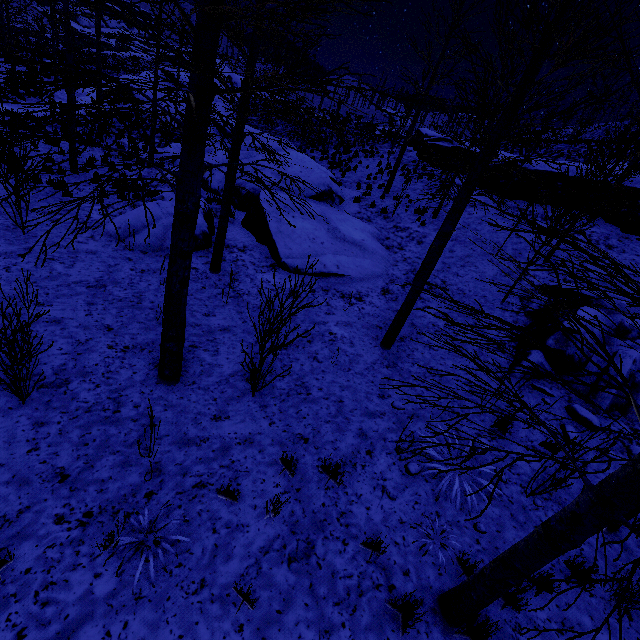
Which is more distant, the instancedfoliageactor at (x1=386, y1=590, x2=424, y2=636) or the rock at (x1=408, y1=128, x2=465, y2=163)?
the rock at (x1=408, y1=128, x2=465, y2=163)

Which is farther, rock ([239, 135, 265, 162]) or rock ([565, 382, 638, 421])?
rock ([239, 135, 265, 162])

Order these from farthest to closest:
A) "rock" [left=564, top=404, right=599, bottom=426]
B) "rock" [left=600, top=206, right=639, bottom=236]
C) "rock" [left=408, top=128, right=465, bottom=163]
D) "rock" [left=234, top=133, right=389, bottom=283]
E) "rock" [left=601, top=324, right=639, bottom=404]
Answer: "rock" [left=408, top=128, right=465, bottom=163] < "rock" [left=600, top=206, right=639, bottom=236] < "rock" [left=234, top=133, right=389, bottom=283] < "rock" [left=601, top=324, right=639, bottom=404] < "rock" [left=564, top=404, right=599, bottom=426]

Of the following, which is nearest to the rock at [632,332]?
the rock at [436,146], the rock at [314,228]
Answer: the rock at [314,228]

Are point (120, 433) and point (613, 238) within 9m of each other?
no

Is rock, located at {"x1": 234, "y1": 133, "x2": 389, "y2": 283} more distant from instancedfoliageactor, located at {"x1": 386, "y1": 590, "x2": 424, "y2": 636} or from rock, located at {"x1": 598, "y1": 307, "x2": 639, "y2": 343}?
instancedfoliageactor, located at {"x1": 386, "y1": 590, "x2": 424, "y2": 636}

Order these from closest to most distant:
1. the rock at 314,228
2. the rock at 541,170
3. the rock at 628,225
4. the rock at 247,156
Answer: the rock at 314,228 < the rock at 628,225 < the rock at 541,170 < the rock at 247,156

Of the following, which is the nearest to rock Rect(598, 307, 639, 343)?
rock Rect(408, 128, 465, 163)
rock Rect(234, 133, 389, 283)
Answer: rock Rect(234, 133, 389, 283)
